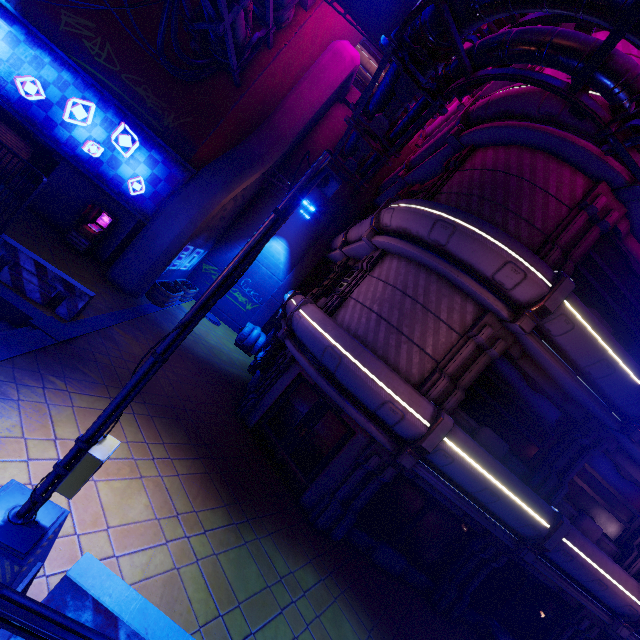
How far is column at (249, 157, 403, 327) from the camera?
20.6m

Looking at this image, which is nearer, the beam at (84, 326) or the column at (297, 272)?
the beam at (84, 326)

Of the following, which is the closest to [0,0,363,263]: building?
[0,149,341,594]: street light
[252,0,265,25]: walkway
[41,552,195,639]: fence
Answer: [252,0,265,25]: walkway

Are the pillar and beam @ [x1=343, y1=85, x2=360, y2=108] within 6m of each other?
no

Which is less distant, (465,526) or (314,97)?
(465,526)

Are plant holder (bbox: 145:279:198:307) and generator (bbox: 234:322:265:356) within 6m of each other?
yes

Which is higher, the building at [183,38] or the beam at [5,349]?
the building at [183,38]

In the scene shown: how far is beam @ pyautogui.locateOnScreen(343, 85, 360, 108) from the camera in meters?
19.6
